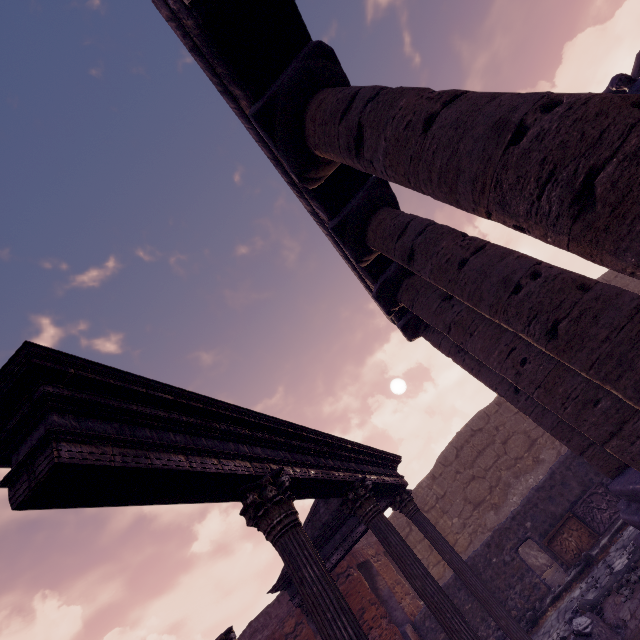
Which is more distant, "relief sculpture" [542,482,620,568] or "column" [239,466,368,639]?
"relief sculpture" [542,482,620,568]

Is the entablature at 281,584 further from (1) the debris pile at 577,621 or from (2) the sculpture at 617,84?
(2) the sculpture at 617,84

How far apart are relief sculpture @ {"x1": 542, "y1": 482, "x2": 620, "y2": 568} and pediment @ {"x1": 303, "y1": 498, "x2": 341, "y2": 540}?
5.7 meters

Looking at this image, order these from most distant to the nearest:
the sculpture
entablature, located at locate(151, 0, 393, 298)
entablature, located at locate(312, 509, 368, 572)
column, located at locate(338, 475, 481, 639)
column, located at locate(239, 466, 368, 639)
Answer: entablature, located at locate(312, 509, 368, 572), the sculpture, column, located at locate(338, 475, 481, 639), entablature, located at locate(151, 0, 393, 298), column, located at locate(239, 466, 368, 639)

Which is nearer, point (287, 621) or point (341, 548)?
point (341, 548)

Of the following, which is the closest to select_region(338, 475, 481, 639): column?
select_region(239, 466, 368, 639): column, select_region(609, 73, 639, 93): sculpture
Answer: select_region(239, 466, 368, 639): column

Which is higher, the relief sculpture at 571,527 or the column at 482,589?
the column at 482,589

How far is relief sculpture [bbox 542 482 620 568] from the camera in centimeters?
912cm
